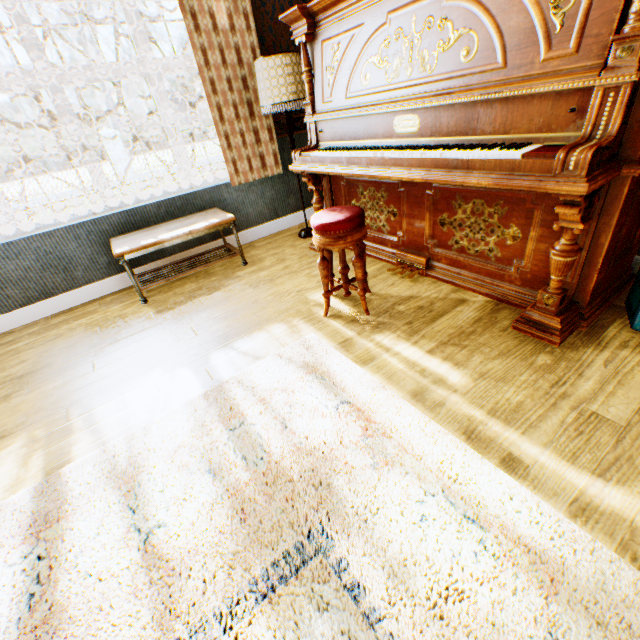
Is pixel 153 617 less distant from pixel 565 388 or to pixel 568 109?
pixel 565 388

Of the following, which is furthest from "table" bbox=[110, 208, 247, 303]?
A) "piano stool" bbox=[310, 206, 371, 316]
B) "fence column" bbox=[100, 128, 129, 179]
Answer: "fence column" bbox=[100, 128, 129, 179]

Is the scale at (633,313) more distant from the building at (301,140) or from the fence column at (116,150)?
the fence column at (116,150)

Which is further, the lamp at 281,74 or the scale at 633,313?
the lamp at 281,74

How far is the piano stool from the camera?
2.1m

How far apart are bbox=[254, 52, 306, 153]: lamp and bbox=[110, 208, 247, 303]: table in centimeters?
109cm

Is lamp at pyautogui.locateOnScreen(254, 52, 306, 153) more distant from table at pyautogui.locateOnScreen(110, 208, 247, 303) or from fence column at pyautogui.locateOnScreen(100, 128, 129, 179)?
fence column at pyautogui.locateOnScreen(100, 128, 129, 179)

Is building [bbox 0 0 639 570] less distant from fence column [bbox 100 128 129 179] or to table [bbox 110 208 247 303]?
table [bbox 110 208 247 303]
